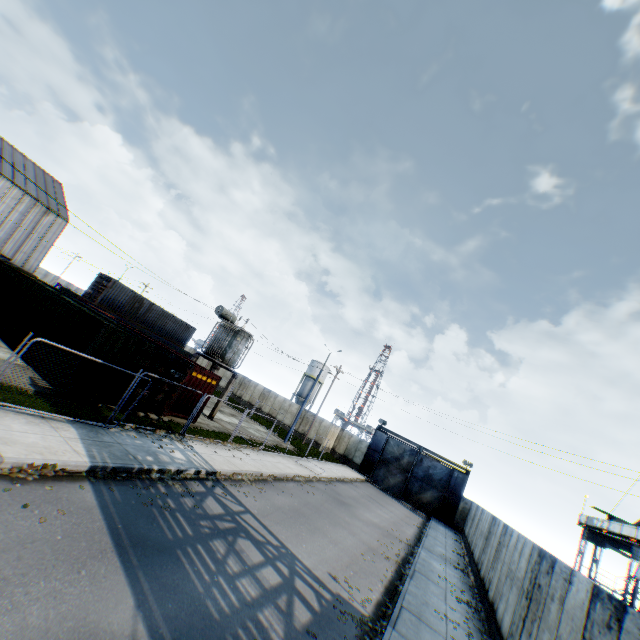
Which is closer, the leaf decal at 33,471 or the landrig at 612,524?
the leaf decal at 33,471

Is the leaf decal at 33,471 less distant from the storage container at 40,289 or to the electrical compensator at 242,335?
the storage container at 40,289

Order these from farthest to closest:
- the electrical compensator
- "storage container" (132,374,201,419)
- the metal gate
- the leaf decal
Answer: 1. the metal gate
2. the electrical compensator
3. "storage container" (132,374,201,419)
4. the leaf decal

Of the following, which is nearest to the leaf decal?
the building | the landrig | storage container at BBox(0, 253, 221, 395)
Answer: storage container at BBox(0, 253, 221, 395)

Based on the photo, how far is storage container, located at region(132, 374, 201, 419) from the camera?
15.4m

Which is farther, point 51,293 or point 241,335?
point 241,335

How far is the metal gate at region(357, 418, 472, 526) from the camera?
34.6 meters
